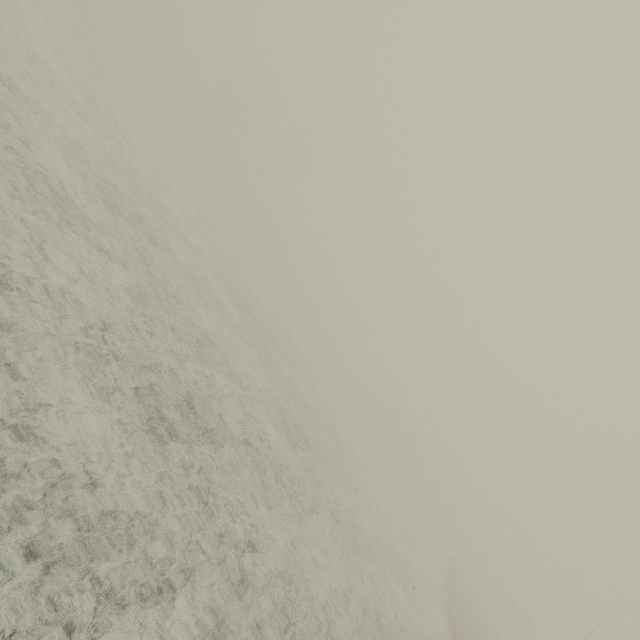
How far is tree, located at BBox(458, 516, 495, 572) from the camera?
51.84m

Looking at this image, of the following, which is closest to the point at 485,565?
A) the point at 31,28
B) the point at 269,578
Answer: the point at 269,578

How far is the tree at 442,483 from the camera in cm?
5337

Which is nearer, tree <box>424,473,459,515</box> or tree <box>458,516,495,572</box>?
tree <box>458,516,495,572</box>
